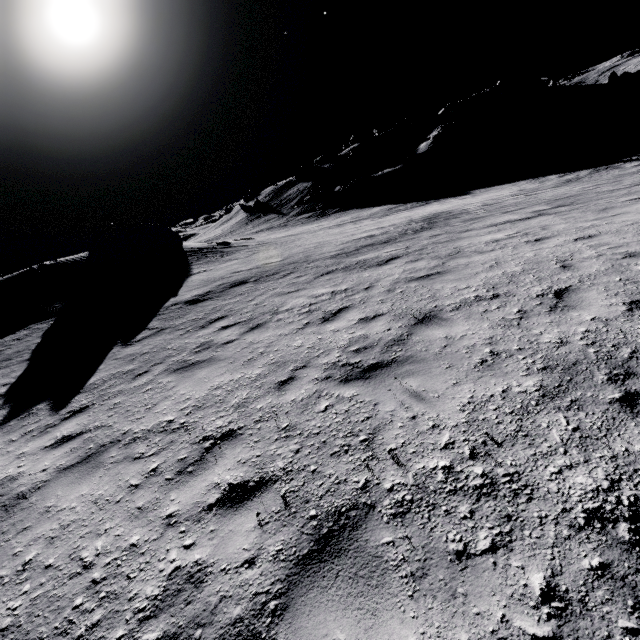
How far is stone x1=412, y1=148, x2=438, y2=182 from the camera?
48.4 meters

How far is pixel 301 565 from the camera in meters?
2.5 m

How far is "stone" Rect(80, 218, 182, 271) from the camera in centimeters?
2175cm

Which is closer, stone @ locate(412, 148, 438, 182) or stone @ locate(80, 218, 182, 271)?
stone @ locate(80, 218, 182, 271)

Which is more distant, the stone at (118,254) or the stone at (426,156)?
the stone at (426,156)

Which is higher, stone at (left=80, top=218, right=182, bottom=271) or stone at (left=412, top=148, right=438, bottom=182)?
stone at (left=80, top=218, right=182, bottom=271)

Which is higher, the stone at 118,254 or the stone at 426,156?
the stone at 118,254
